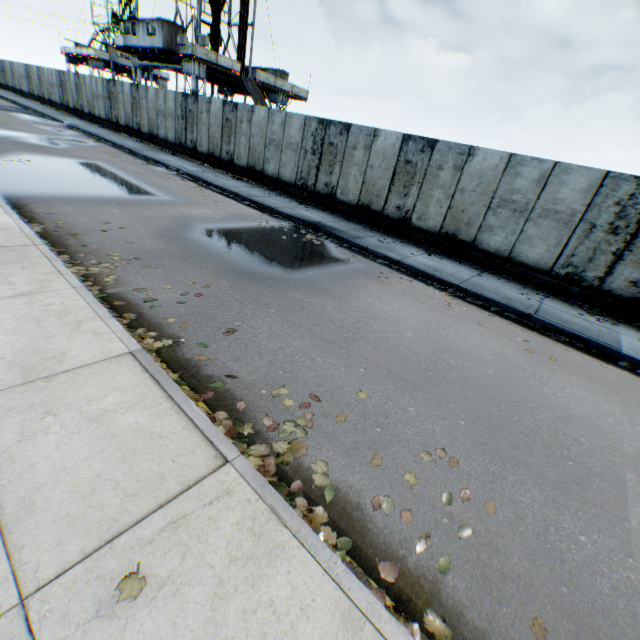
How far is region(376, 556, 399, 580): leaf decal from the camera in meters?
2.4 m

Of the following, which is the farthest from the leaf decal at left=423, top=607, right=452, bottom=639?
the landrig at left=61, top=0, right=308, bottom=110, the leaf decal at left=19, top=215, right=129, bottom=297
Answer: the landrig at left=61, top=0, right=308, bottom=110

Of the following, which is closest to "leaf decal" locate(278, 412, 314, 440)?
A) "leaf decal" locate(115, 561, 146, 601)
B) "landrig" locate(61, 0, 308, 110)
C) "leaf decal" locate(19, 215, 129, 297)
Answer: "leaf decal" locate(19, 215, 129, 297)

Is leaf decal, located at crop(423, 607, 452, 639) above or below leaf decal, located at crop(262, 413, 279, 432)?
below

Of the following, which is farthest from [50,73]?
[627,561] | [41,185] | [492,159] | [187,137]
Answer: [627,561]

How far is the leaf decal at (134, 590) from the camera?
1.8m

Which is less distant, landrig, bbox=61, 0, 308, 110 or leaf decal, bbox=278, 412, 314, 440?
leaf decal, bbox=278, 412, 314, 440

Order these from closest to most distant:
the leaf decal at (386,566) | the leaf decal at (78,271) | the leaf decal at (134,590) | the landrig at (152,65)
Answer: the leaf decal at (134,590) < the leaf decal at (386,566) < the leaf decal at (78,271) < the landrig at (152,65)
